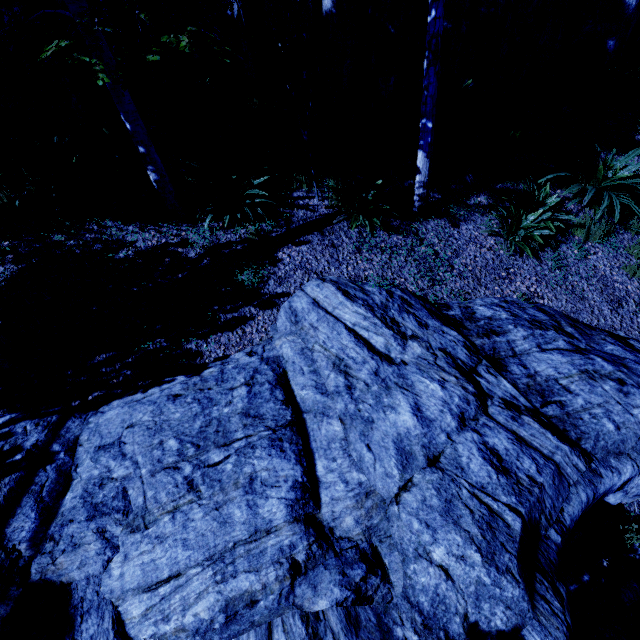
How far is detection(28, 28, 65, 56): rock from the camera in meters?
4.8 m

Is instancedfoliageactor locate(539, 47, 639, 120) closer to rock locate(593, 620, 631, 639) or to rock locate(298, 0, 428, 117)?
rock locate(298, 0, 428, 117)

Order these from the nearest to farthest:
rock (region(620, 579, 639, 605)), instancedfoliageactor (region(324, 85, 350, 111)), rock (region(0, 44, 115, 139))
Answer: rock (region(620, 579, 639, 605)), rock (region(0, 44, 115, 139)), instancedfoliageactor (region(324, 85, 350, 111))

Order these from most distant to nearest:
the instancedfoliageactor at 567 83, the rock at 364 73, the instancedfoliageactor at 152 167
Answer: the instancedfoliageactor at 567 83, the rock at 364 73, the instancedfoliageactor at 152 167

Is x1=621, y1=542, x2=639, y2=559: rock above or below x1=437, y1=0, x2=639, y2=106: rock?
below

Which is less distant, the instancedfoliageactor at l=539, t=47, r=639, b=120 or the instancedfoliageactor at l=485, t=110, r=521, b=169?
the instancedfoliageactor at l=485, t=110, r=521, b=169

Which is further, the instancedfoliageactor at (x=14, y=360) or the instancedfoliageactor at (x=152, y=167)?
the instancedfoliageactor at (x=14, y=360)

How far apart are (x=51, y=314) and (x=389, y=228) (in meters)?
5.25
